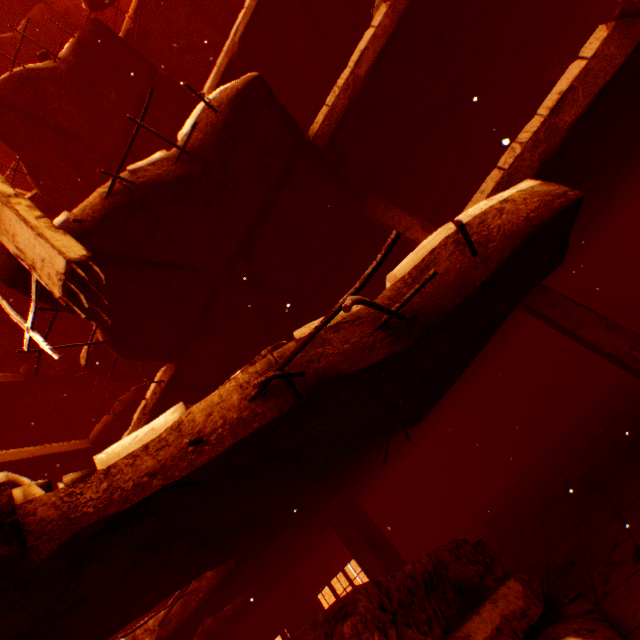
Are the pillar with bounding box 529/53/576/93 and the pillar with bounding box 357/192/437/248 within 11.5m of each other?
yes

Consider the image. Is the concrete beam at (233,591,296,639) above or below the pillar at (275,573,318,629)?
above

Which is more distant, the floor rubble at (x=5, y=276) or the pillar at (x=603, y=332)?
the pillar at (x=603, y=332)

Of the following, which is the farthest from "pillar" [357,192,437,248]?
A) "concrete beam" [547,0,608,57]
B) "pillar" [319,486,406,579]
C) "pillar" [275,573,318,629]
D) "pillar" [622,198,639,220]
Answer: "pillar" [275,573,318,629]

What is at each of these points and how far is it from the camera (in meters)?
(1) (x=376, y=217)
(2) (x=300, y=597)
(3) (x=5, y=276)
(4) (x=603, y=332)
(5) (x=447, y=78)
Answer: (1) pillar, 6.25
(2) pillar, 9.16
(3) floor rubble, 2.77
(4) pillar, 4.17
(5) floor rubble, 5.77

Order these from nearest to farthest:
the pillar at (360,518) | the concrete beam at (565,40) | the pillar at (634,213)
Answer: the pillar at (360,518) < the concrete beam at (565,40) < the pillar at (634,213)

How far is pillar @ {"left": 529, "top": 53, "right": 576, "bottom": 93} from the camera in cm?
727

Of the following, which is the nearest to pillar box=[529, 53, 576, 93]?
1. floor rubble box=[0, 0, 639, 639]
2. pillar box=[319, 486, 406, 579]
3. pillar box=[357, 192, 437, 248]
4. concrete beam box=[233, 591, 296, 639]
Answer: floor rubble box=[0, 0, 639, 639]
